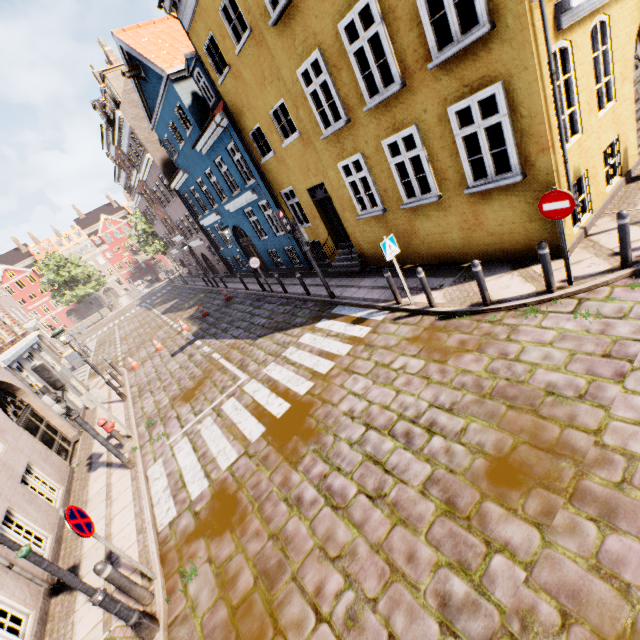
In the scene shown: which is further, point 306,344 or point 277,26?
point 306,344

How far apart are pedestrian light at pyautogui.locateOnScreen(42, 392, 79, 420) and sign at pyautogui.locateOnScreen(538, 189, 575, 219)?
10.7m

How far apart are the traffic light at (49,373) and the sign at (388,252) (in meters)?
8.13

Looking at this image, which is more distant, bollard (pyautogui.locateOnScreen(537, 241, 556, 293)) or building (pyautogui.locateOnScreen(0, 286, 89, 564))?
building (pyautogui.locateOnScreen(0, 286, 89, 564))

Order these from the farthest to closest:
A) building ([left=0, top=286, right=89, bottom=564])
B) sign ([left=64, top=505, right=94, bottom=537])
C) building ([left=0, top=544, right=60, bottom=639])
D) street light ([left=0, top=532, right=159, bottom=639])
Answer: building ([left=0, top=286, right=89, bottom=564])
building ([left=0, top=544, right=60, bottom=639])
sign ([left=64, top=505, right=94, bottom=537])
street light ([left=0, top=532, right=159, bottom=639])

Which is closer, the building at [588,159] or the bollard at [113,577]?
the bollard at [113,577]

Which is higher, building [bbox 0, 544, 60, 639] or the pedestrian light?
the pedestrian light

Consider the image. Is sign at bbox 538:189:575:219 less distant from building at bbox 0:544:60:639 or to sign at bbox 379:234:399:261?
building at bbox 0:544:60:639
